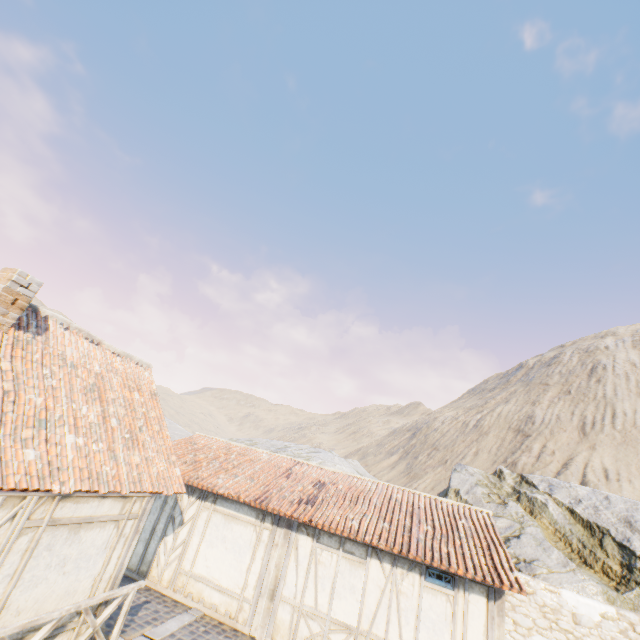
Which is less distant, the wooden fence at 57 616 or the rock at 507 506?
the wooden fence at 57 616

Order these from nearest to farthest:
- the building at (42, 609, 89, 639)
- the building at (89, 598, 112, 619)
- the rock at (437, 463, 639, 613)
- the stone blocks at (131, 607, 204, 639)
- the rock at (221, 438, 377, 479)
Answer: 1. the building at (42, 609, 89, 639)
2. the building at (89, 598, 112, 619)
3. the stone blocks at (131, 607, 204, 639)
4. the rock at (437, 463, 639, 613)
5. the rock at (221, 438, 377, 479)

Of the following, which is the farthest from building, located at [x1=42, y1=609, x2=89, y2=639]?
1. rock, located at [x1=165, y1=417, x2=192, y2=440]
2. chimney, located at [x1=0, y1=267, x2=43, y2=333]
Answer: rock, located at [x1=165, y1=417, x2=192, y2=440]

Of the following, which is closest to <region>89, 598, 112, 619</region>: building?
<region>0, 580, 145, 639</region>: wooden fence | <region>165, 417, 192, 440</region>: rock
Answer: <region>0, 580, 145, 639</region>: wooden fence

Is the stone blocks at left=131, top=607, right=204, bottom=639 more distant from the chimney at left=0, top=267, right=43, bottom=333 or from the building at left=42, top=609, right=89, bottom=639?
the chimney at left=0, top=267, right=43, bottom=333

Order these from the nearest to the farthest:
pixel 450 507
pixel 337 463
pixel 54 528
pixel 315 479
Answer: pixel 54 528, pixel 450 507, pixel 315 479, pixel 337 463

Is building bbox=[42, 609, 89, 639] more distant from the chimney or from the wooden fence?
the chimney

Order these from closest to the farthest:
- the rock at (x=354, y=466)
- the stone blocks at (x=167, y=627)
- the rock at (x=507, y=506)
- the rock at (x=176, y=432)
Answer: the stone blocks at (x=167, y=627)
the rock at (x=507, y=506)
the rock at (x=354, y=466)
the rock at (x=176, y=432)
